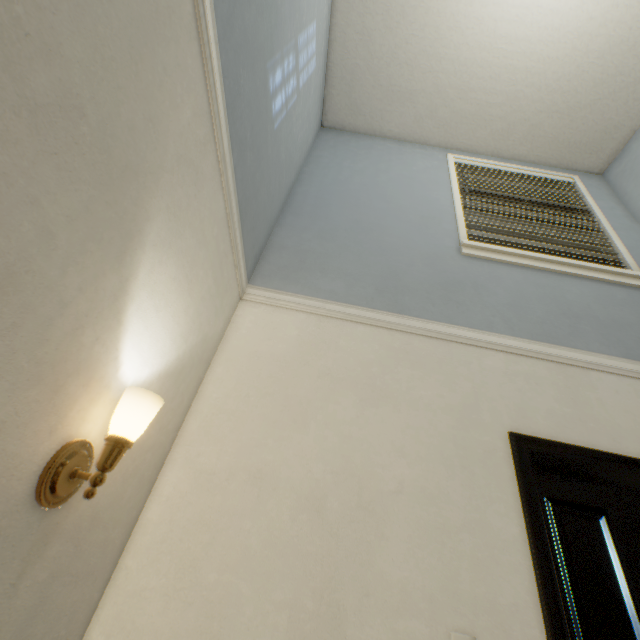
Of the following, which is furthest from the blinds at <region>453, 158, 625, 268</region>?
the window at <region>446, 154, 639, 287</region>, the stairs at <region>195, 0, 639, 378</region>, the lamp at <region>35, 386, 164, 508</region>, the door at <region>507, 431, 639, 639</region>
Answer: the lamp at <region>35, 386, 164, 508</region>

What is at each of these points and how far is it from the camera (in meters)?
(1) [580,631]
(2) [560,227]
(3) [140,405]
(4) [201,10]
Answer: (1) door, 1.17
(2) blinds, 2.62
(3) lamp, 0.81
(4) stairs, 0.89

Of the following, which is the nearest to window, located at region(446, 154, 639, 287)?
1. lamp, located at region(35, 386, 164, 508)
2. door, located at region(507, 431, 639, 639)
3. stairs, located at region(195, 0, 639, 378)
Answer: stairs, located at region(195, 0, 639, 378)

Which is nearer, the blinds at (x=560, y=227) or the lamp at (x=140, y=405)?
the lamp at (x=140, y=405)

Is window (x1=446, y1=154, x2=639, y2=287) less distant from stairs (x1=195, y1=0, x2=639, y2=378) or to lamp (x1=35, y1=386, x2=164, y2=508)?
stairs (x1=195, y1=0, x2=639, y2=378)

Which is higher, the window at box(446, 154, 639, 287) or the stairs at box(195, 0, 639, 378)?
the window at box(446, 154, 639, 287)

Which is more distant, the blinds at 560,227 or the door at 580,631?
the blinds at 560,227
